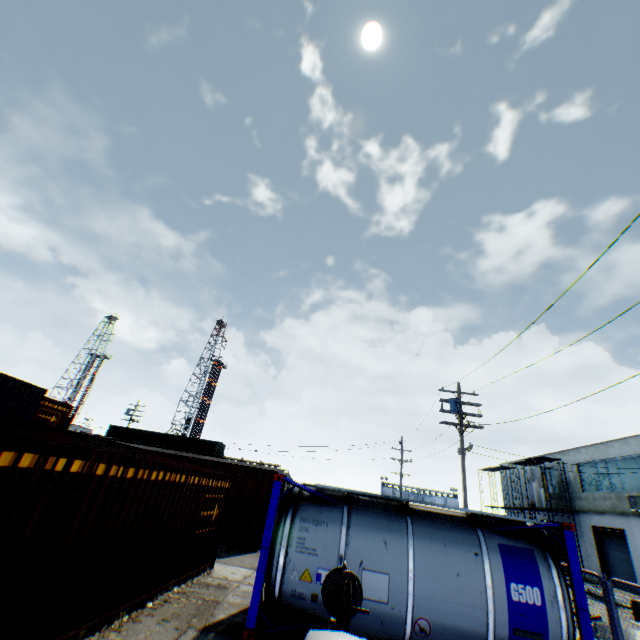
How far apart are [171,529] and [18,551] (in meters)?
4.45

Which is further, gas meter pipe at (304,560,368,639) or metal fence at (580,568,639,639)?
metal fence at (580,568,639,639)

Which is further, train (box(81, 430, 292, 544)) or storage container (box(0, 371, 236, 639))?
train (box(81, 430, 292, 544))

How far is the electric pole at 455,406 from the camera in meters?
16.9 m

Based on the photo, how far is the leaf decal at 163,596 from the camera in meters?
7.4 m

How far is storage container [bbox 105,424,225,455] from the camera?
32.94m

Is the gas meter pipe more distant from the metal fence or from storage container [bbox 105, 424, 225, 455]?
storage container [bbox 105, 424, 225, 455]

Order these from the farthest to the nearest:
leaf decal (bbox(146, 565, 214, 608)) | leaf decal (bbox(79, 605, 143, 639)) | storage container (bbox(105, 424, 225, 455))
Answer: storage container (bbox(105, 424, 225, 455)) → leaf decal (bbox(146, 565, 214, 608)) → leaf decal (bbox(79, 605, 143, 639))
